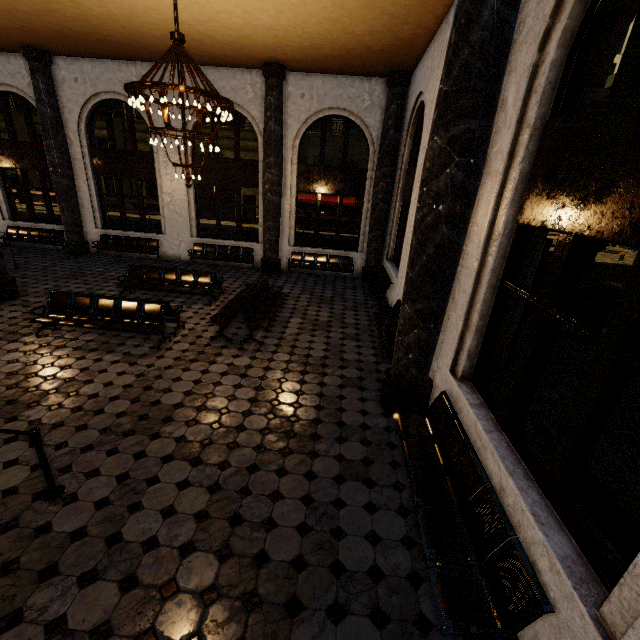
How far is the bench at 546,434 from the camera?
3.8 meters

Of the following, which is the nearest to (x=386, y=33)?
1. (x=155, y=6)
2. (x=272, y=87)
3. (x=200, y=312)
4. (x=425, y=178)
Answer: (x=272, y=87)

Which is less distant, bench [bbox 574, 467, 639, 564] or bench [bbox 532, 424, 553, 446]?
bench [bbox 574, 467, 639, 564]

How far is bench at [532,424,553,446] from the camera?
3.8 meters

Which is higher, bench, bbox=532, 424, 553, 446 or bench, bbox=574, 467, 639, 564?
bench, bbox=532, 424, 553, 446

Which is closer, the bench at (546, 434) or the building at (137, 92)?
the building at (137, 92)

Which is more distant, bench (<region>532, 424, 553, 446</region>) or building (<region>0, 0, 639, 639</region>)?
bench (<region>532, 424, 553, 446</region>)
